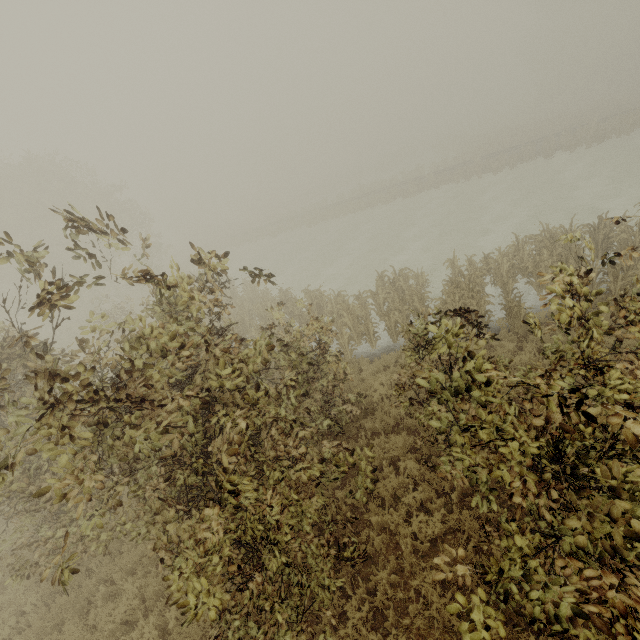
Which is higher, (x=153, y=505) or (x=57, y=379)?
(x=57, y=379)
